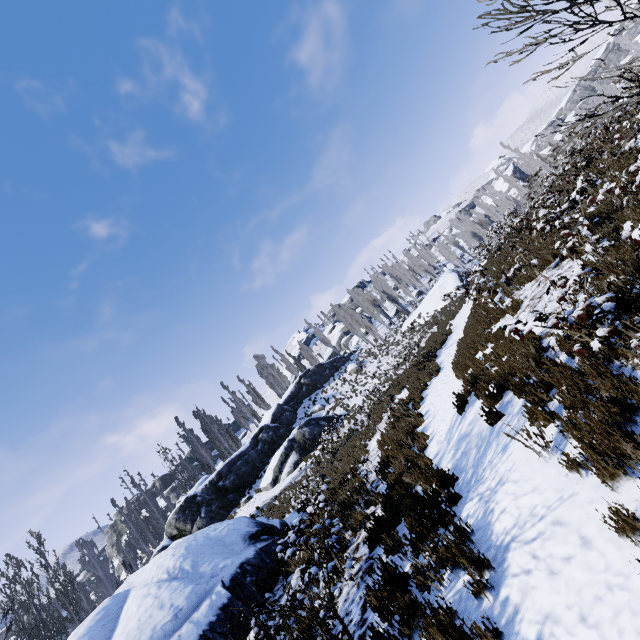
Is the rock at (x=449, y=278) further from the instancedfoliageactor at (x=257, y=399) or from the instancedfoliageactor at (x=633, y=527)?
the instancedfoliageactor at (x=633, y=527)

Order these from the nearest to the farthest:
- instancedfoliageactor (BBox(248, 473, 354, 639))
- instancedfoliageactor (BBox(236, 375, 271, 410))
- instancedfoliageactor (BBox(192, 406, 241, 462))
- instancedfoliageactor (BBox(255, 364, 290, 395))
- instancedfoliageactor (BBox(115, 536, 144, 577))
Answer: instancedfoliageactor (BBox(248, 473, 354, 639)) → instancedfoliageactor (BBox(115, 536, 144, 577)) → instancedfoliageactor (BBox(192, 406, 241, 462)) → instancedfoliageactor (BBox(236, 375, 271, 410)) → instancedfoliageactor (BBox(255, 364, 290, 395))

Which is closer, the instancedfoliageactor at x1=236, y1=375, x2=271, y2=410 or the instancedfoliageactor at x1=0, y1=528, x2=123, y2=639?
the instancedfoliageactor at x1=0, y1=528, x2=123, y2=639

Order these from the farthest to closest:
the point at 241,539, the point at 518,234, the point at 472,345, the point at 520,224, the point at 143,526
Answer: the point at 143,526
the point at 520,224
the point at 518,234
the point at 241,539
the point at 472,345

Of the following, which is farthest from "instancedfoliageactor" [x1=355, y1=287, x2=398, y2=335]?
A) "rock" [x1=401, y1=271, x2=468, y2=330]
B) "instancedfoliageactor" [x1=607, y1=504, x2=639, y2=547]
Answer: "instancedfoliageactor" [x1=607, y1=504, x2=639, y2=547]
